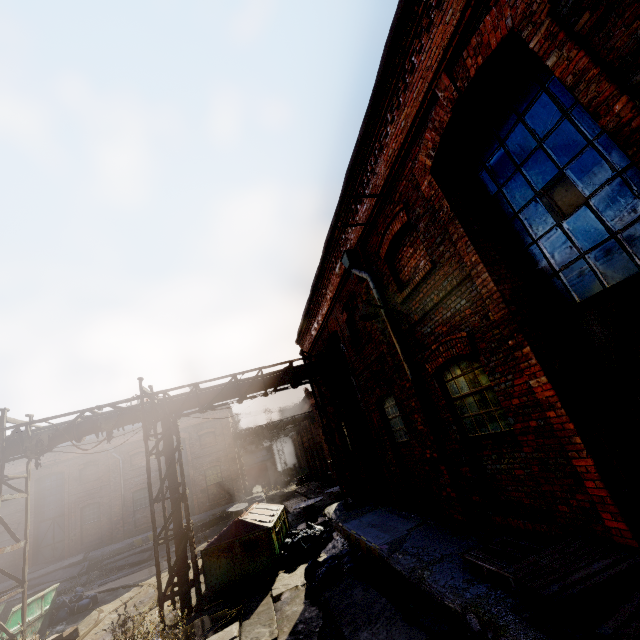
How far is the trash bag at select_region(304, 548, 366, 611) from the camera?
7.2m

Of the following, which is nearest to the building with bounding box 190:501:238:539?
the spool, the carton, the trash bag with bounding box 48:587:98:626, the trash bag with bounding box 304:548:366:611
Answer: the trash bag with bounding box 48:587:98:626

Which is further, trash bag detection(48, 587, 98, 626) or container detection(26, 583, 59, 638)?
trash bag detection(48, 587, 98, 626)

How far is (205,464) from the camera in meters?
25.6 m

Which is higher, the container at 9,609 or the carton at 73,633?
the container at 9,609

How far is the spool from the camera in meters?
15.1 m

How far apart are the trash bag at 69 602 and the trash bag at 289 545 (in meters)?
8.56

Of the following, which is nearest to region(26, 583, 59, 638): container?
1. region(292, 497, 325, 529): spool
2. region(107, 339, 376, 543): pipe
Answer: region(107, 339, 376, 543): pipe
